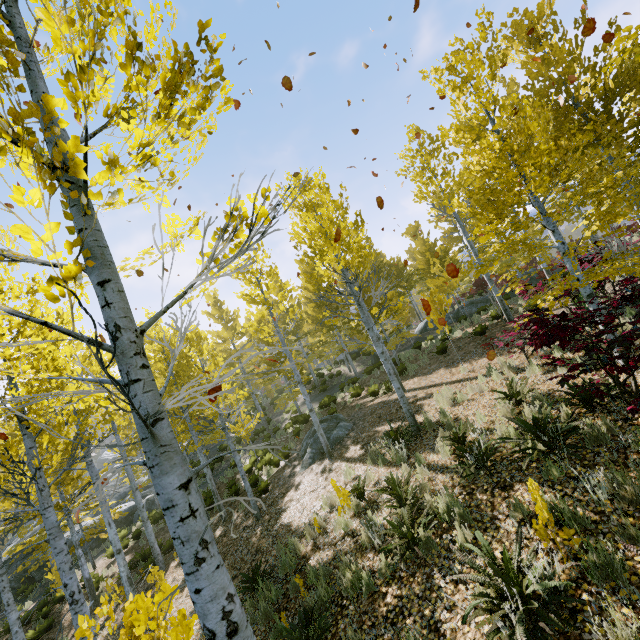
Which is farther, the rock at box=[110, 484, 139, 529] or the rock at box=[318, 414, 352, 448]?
the rock at box=[110, 484, 139, 529]

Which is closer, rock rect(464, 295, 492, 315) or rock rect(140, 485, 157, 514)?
rock rect(140, 485, 157, 514)

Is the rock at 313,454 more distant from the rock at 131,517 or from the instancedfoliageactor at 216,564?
the rock at 131,517

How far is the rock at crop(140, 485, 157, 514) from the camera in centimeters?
2134cm

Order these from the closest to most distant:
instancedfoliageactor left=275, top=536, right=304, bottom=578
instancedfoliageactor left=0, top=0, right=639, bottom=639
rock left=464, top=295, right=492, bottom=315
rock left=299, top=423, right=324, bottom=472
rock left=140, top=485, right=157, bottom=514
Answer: instancedfoliageactor left=0, top=0, right=639, bottom=639, instancedfoliageactor left=275, top=536, right=304, bottom=578, rock left=299, top=423, right=324, bottom=472, rock left=140, top=485, right=157, bottom=514, rock left=464, top=295, right=492, bottom=315

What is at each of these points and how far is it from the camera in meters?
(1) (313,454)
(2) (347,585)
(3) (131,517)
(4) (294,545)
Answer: (1) rock, 12.3
(2) instancedfoliageactor, 5.1
(3) rock, 21.1
(4) instancedfoliageactor, 7.2

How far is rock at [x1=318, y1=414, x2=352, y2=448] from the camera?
12.4m

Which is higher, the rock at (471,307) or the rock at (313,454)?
the rock at (471,307)
